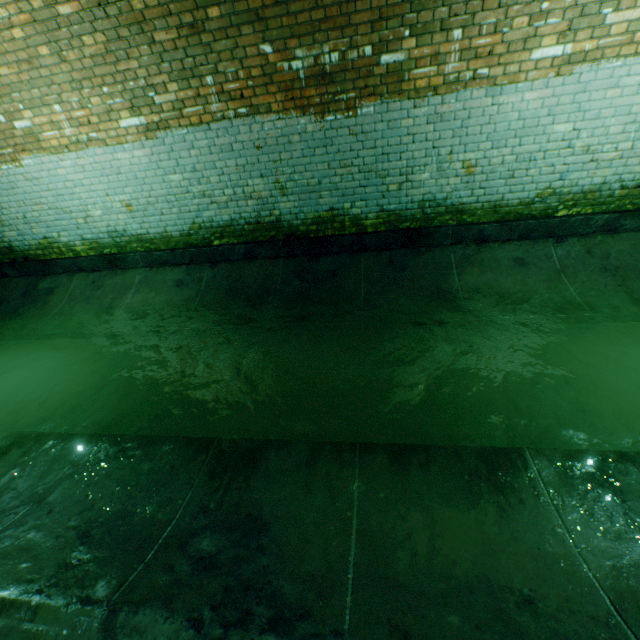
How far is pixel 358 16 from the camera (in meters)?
3.34
